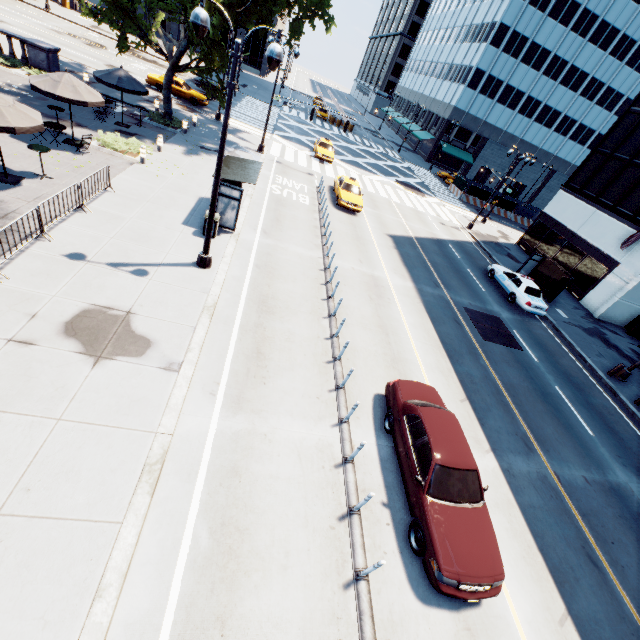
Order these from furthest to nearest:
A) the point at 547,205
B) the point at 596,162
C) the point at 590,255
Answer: the point at 547,205
the point at 596,162
the point at 590,255

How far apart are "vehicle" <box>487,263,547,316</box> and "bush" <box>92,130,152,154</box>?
23.1 meters

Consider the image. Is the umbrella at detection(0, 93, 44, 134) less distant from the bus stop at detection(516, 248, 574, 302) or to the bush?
the bush

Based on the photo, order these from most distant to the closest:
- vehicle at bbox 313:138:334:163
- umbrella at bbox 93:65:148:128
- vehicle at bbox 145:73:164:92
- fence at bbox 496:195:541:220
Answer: fence at bbox 496:195:541:220
vehicle at bbox 313:138:334:163
vehicle at bbox 145:73:164:92
umbrella at bbox 93:65:148:128

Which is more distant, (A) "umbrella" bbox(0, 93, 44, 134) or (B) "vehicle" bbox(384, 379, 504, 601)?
(A) "umbrella" bbox(0, 93, 44, 134)

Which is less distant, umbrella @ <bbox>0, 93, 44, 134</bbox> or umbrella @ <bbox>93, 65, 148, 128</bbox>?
umbrella @ <bbox>0, 93, 44, 134</bbox>

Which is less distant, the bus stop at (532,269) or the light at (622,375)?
the light at (622,375)

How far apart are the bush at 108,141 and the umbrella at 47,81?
1.56m
